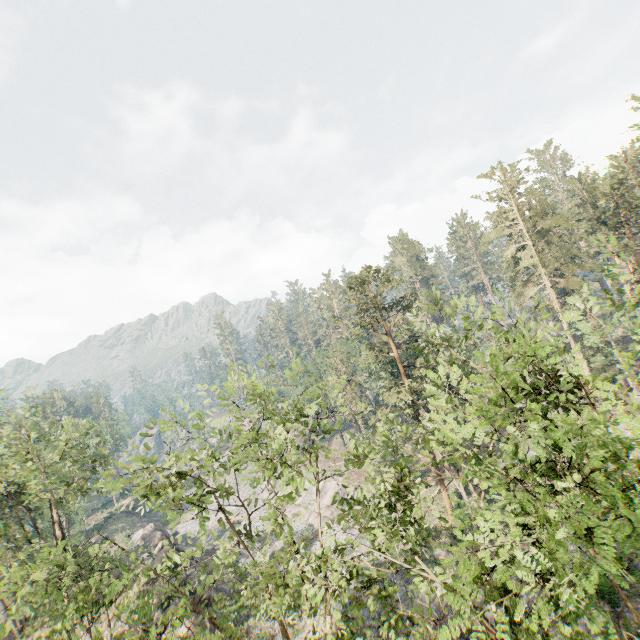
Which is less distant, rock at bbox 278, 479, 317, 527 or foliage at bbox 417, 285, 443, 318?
foliage at bbox 417, 285, 443, 318

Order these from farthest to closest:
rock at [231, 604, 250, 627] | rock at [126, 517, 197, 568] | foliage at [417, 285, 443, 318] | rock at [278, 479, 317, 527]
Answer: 1. rock at [278, 479, 317, 527]
2. rock at [126, 517, 197, 568]
3. rock at [231, 604, 250, 627]
4. foliage at [417, 285, 443, 318]

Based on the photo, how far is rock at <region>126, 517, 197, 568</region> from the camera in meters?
34.4 m

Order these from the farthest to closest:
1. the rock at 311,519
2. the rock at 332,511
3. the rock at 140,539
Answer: the rock at 311,519 → the rock at 332,511 → the rock at 140,539

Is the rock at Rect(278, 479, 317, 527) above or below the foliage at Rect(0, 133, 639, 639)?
below

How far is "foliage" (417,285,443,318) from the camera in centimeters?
1242cm

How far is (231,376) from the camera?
13.19m

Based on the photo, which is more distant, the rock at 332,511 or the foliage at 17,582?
the rock at 332,511
